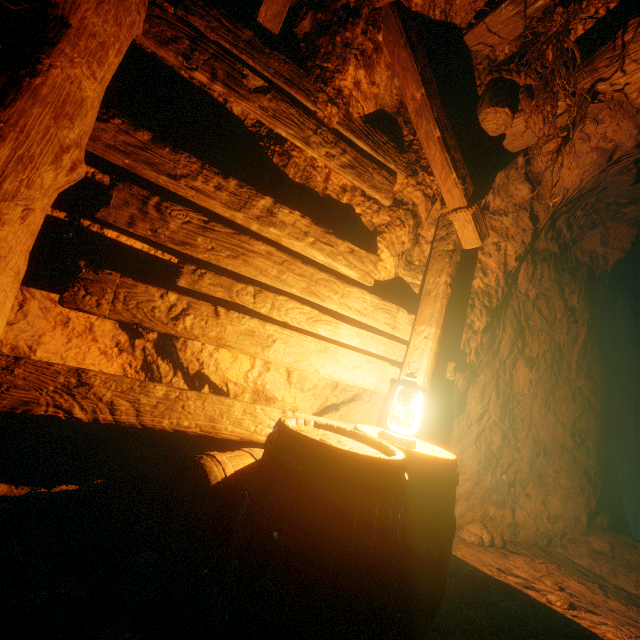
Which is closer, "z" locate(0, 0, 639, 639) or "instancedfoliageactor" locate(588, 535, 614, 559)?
"z" locate(0, 0, 639, 639)

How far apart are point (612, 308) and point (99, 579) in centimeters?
817cm

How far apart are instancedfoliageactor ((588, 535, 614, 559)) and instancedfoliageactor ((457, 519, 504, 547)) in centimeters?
112cm

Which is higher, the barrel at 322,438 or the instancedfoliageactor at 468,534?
the barrel at 322,438

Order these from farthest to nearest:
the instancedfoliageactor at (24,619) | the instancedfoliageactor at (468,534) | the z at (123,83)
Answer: the instancedfoliageactor at (468,534) < the z at (123,83) < the instancedfoliageactor at (24,619)

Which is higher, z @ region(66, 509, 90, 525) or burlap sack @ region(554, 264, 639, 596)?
burlap sack @ region(554, 264, 639, 596)

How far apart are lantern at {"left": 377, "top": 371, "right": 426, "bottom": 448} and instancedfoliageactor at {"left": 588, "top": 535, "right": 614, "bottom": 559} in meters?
3.7 m

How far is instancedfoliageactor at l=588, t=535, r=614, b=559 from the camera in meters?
3.7 m
